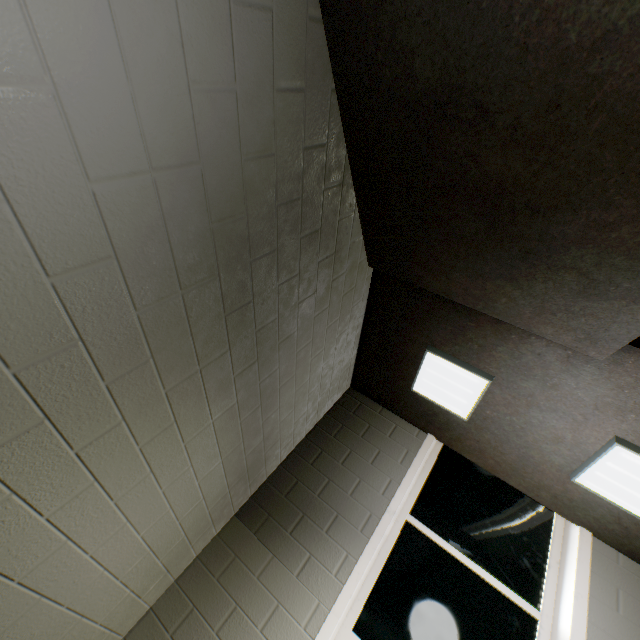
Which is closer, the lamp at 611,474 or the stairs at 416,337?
the stairs at 416,337

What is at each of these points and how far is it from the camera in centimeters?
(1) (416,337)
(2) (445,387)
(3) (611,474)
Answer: (1) stairs, 259cm
(2) lamp, 259cm
(3) lamp, 210cm

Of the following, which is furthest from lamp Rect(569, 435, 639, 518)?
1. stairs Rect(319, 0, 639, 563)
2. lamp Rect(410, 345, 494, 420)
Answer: lamp Rect(410, 345, 494, 420)

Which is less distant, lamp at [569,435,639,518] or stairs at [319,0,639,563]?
stairs at [319,0,639,563]

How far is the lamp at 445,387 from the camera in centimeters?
239cm

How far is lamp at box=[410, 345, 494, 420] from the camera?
2.39m

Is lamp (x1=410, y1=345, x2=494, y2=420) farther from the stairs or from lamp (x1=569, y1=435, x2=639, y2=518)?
lamp (x1=569, y1=435, x2=639, y2=518)
